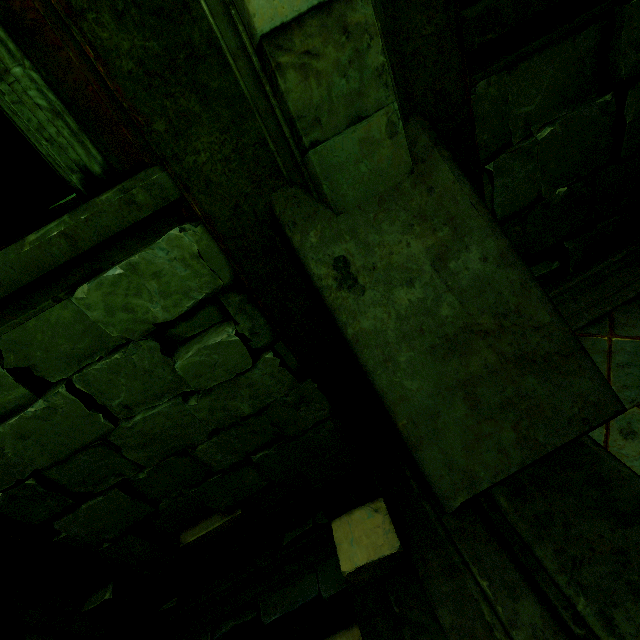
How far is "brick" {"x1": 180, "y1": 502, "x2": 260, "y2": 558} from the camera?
2.9 meters

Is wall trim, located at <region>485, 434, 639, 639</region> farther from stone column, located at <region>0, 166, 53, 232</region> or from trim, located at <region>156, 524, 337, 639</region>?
stone column, located at <region>0, 166, 53, 232</region>

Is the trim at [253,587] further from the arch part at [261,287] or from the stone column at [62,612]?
the arch part at [261,287]

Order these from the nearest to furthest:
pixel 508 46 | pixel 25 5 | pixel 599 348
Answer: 1. pixel 25 5
2. pixel 508 46
3. pixel 599 348

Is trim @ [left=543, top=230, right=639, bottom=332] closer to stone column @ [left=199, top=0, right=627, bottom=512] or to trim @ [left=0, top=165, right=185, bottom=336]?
stone column @ [left=199, top=0, right=627, bottom=512]

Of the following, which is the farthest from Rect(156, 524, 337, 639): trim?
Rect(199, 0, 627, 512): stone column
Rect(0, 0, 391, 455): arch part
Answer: Rect(199, 0, 627, 512): stone column

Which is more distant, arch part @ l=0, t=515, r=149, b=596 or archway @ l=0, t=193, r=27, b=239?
archway @ l=0, t=193, r=27, b=239

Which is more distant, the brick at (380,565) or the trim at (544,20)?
the brick at (380,565)
